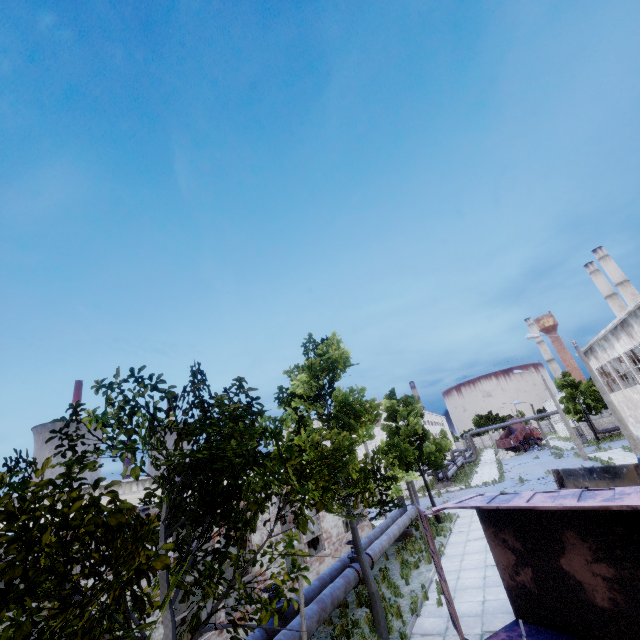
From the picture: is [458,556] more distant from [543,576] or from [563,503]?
[563,503]

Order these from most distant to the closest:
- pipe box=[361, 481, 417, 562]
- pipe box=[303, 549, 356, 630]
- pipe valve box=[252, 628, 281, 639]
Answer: pipe box=[361, 481, 417, 562] → pipe box=[303, 549, 356, 630] → pipe valve box=[252, 628, 281, 639]

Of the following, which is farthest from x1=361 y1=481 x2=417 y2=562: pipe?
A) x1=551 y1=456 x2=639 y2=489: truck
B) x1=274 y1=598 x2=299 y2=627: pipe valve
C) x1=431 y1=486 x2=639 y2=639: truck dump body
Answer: x1=551 y1=456 x2=639 y2=489: truck

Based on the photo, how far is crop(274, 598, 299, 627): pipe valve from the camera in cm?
944

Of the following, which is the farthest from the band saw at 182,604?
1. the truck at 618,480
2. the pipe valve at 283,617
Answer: the truck at 618,480

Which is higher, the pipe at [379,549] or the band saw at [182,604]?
the band saw at [182,604]

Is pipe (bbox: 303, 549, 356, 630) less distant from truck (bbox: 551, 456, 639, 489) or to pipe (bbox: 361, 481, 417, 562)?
pipe (bbox: 361, 481, 417, 562)

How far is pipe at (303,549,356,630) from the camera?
9.30m
